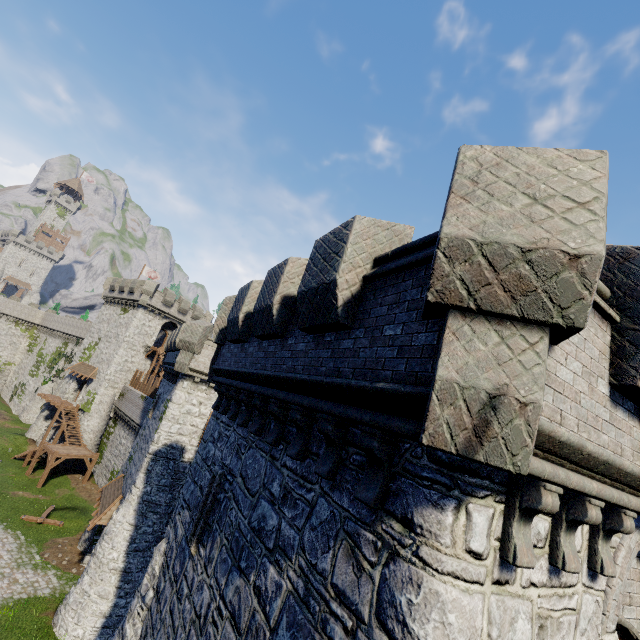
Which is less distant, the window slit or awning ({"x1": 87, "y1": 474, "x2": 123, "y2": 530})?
the window slit

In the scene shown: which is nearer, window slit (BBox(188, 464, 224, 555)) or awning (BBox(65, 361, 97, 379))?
window slit (BBox(188, 464, 224, 555))

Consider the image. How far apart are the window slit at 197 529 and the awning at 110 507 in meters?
15.5 m

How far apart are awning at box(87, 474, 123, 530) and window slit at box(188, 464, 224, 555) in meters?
15.5

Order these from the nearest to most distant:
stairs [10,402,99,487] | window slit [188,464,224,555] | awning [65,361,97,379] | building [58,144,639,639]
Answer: building [58,144,639,639] → window slit [188,464,224,555] → stairs [10,402,99,487] → awning [65,361,97,379]

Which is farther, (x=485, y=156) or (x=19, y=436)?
(x=19, y=436)

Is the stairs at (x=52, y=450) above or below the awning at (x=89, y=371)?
below

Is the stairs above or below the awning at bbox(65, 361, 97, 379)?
below
